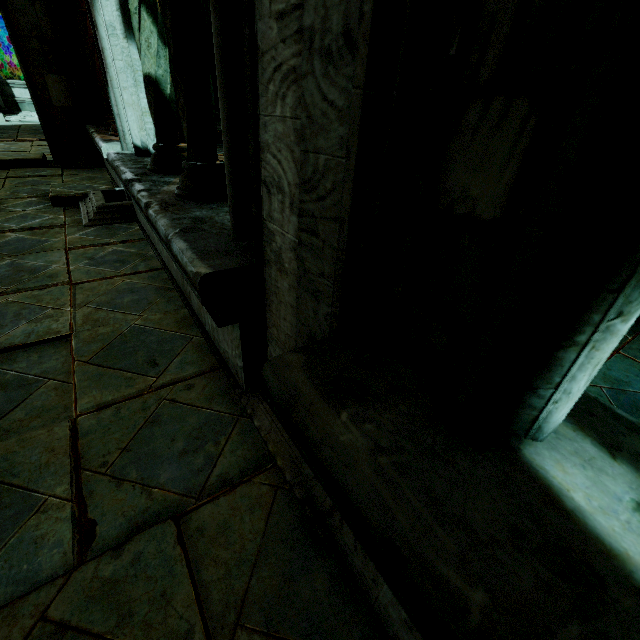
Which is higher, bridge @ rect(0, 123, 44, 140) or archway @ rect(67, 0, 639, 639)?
archway @ rect(67, 0, 639, 639)

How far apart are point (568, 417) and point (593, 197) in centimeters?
54cm

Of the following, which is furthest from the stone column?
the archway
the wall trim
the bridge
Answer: the wall trim

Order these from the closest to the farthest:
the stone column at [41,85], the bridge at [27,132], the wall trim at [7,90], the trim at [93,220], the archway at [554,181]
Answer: the archway at [554,181] < the trim at [93,220] < the stone column at [41,85] < the bridge at [27,132] < the wall trim at [7,90]

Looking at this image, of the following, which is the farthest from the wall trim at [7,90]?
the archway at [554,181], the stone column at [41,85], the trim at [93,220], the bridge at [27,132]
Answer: the trim at [93,220]

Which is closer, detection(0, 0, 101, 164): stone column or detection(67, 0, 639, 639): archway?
detection(67, 0, 639, 639): archway

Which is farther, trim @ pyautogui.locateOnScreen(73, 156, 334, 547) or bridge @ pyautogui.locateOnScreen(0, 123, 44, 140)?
bridge @ pyautogui.locateOnScreen(0, 123, 44, 140)
